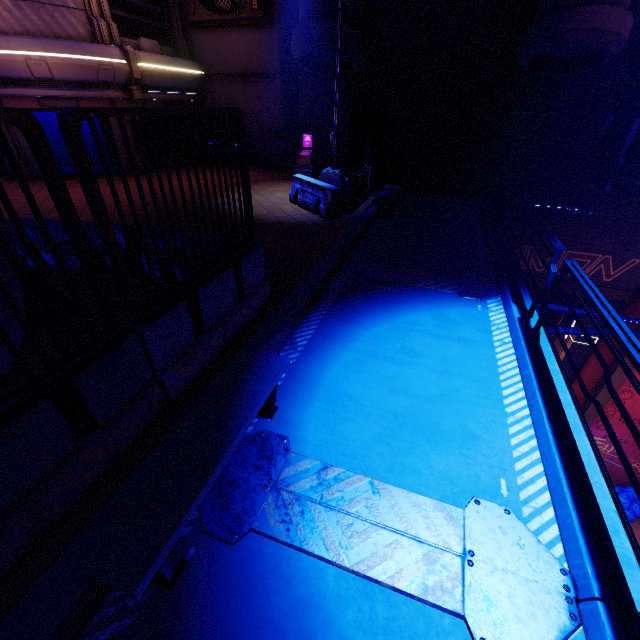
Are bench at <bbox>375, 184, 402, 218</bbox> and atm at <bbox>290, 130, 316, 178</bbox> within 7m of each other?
yes

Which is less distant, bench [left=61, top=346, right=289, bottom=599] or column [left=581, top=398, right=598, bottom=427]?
bench [left=61, top=346, right=289, bottom=599]

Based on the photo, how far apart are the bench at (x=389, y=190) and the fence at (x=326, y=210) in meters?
0.7 m

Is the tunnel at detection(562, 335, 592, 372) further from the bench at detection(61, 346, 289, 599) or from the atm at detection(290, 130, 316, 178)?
the bench at detection(61, 346, 289, 599)

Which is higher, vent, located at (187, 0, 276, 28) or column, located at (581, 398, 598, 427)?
vent, located at (187, 0, 276, 28)

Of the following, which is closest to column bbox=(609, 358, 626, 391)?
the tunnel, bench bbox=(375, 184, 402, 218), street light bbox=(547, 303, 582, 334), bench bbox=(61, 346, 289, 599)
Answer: the tunnel

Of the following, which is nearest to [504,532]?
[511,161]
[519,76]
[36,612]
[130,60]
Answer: [36,612]

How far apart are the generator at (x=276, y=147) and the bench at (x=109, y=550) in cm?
1489
